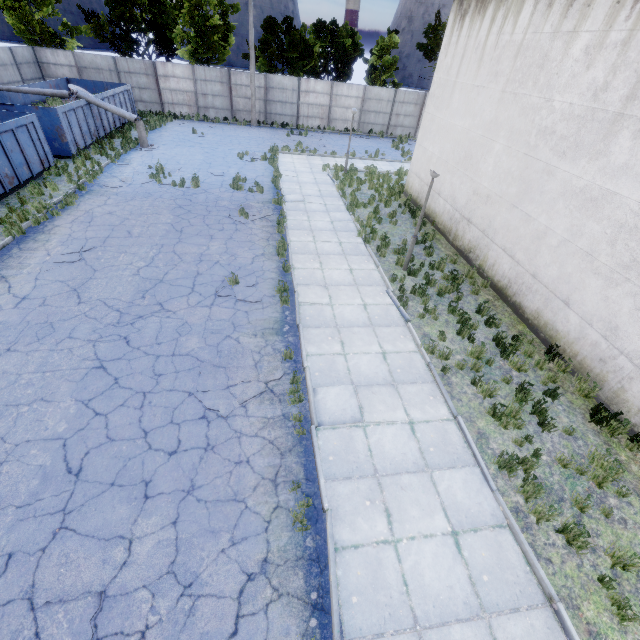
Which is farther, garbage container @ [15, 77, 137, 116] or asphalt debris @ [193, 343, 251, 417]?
garbage container @ [15, 77, 137, 116]

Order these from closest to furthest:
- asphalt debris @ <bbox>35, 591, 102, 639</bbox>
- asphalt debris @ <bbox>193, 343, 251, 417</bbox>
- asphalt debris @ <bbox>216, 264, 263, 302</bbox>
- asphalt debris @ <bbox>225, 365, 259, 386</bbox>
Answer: asphalt debris @ <bbox>35, 591, 102, 639</bbox>
asphalt debris @ <bbox>193, 343, 251, 417</bbox>
asphalt debris @ <bbox>225, 365, 259, 386</bbox>
asphalt debris @ <bbox>216, 264, 263, 302</bbox>

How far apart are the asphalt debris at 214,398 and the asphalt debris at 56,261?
6.1 meters

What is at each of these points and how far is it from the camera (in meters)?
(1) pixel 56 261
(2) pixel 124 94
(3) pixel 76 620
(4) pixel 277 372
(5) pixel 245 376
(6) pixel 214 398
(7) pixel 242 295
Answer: (1) asphalt debris, 9.67
(2) garbage container, 23.02
(3) asphalt debris, 3.95
(4) asphalt debris, 7.23
(5) asphalt debris, 7.11
(6) asphalt debris, 6.59
(7) asphalt debris, 9.30

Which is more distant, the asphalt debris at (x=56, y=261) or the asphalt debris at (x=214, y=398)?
the asphalt debris at (x=56, y=261)

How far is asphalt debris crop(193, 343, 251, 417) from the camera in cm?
645

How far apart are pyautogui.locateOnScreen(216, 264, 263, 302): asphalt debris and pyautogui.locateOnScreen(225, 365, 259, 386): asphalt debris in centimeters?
170cm
